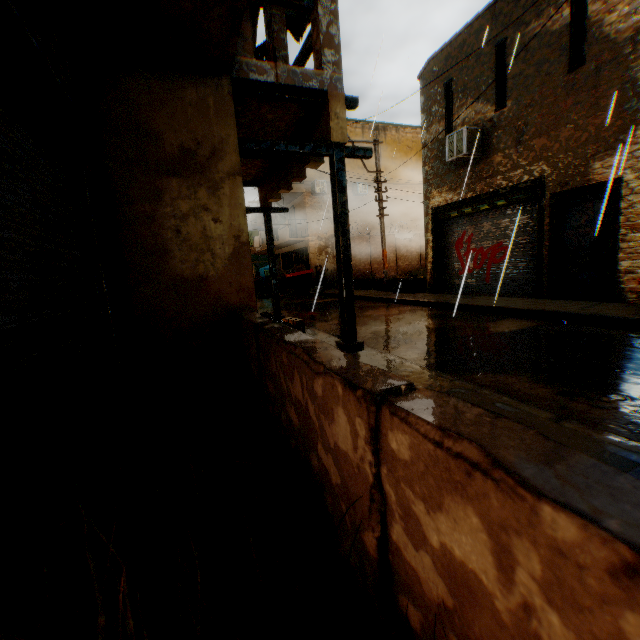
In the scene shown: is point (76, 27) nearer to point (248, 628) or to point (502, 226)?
point (248, 628)

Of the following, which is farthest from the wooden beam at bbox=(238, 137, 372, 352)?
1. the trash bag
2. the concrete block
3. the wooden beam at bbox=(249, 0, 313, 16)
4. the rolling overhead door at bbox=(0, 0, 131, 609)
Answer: the concrete block

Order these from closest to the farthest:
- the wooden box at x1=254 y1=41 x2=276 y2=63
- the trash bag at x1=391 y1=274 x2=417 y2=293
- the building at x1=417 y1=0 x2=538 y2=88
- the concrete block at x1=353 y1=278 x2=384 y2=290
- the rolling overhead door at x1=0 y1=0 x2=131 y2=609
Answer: the rolling overhead door at x1=0 y1=0 x2=131 y2=609 < the wooden box at x1=254 y1=41 x2=276 y2=63 < the building at x1=417 y1=0 x2=538 y2=88 < the trash bag at x1=391 y1=274 x2=417 y2=293 < the concrete block at x1=353 y1=278 x2=384 y2=290

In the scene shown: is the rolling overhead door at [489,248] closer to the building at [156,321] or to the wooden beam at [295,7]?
the building at [156,321]

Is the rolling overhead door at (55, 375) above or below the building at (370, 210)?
below

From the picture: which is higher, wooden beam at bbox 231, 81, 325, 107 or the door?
wooden beam at bbox 231, 81, 325, 107

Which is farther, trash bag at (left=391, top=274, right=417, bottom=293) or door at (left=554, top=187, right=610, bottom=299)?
trash bag at (left=391, top=274, right=417, bottom=293)

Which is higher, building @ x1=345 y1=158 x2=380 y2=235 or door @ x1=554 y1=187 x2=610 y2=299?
building @ x1=345 y1=158 x2=380 y2=235
